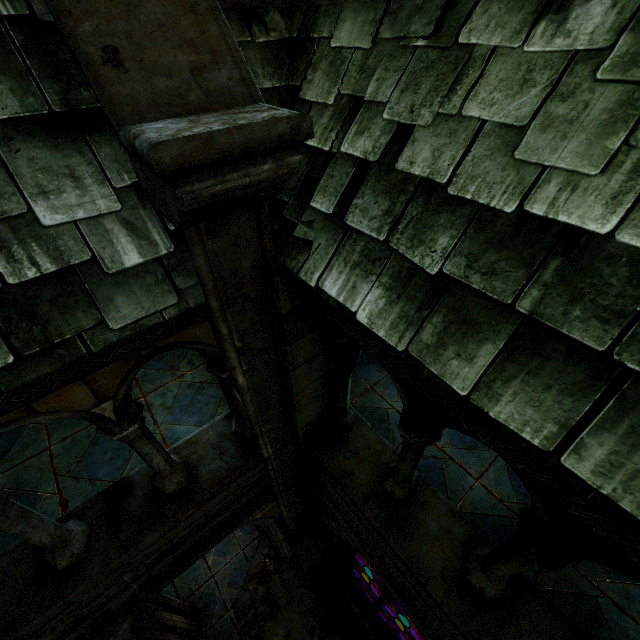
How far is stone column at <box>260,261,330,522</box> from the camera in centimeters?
222cm

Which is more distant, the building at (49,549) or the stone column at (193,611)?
the stone column at (193,611)

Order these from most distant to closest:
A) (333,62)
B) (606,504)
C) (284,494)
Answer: (284,494)
(333,62)
(606,504)

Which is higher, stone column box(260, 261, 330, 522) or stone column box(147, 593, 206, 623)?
stone column box(260, 261, 330, 522)

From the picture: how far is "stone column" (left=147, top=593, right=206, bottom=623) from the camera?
5.6 meters

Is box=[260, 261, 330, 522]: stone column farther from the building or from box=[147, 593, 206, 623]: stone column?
box=[147, 593, 206, 623]: stone column

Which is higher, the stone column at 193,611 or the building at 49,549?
the building at 49,549
